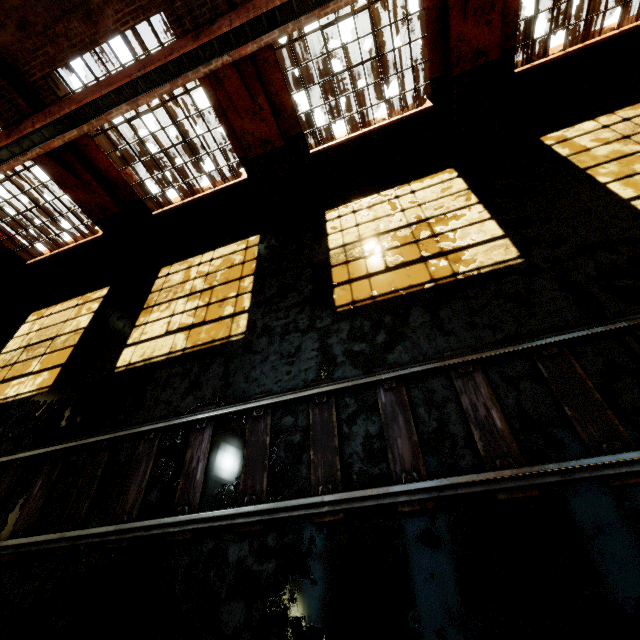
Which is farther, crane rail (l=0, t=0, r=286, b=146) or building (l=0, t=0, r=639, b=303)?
building (l=0, t=0, r=639, b=303)

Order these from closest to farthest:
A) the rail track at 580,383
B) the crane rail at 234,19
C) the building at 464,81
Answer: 1. the rail track at 580,383
2. the crane rail at 234,19
3. the building at 464,81

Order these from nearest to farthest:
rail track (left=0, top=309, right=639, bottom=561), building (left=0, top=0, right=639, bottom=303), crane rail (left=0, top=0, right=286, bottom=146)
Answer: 1. rail track (left=0, top=309, right=639, bottom=561)
2. crane rail (left=0, top=0, right=286, bottom=146)
3. building (left=0, top=0, right=639, bottom=303)

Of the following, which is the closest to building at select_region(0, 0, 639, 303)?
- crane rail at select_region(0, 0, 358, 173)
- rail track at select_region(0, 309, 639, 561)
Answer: crane rail at select_region(0, 0, 358, 173)

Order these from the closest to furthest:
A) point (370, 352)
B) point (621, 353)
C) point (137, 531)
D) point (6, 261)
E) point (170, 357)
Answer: point (621, 353)
point (137, 531)
point (370, 352)
point (170, 357)
point (6, 261)

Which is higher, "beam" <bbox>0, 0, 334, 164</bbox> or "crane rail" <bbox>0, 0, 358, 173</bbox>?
"beam" <bbox>0, 0, 334, 164</bbox>

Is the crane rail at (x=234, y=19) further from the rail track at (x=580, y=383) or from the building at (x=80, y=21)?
the rail track at (x=580, y=383)
